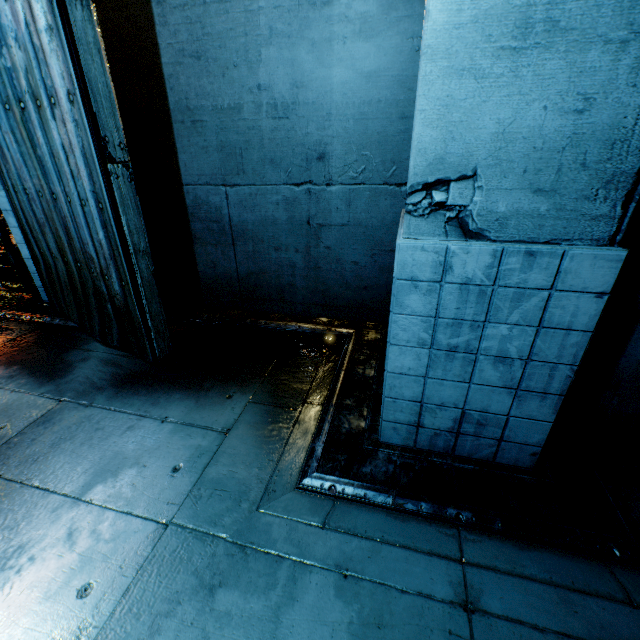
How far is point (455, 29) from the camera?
1.5 meters

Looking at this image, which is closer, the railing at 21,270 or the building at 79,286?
the building at 79,286

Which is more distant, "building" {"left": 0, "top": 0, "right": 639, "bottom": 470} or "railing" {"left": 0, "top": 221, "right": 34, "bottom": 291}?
"railing" {"left": 0, "top": 221, "right": 34, "bottom": 291}
